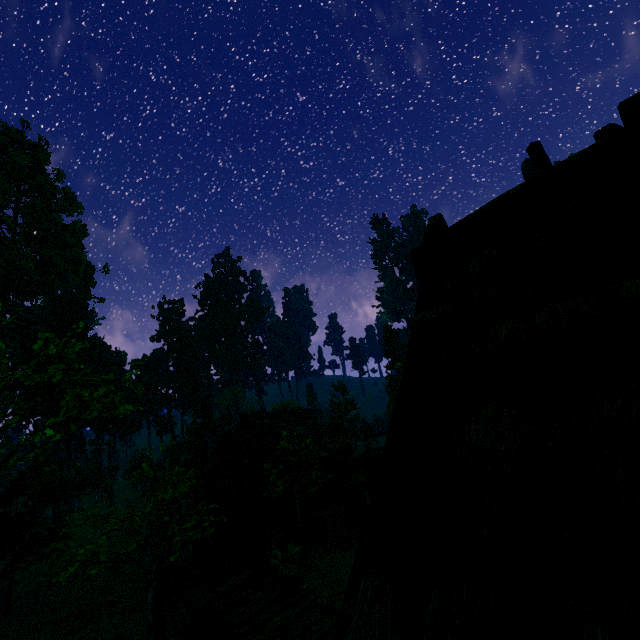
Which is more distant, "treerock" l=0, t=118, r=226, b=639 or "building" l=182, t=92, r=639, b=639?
"treerock" l=0, t=118, r=226, b=639

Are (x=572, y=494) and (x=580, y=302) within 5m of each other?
yes

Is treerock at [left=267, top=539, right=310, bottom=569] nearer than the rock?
Yes

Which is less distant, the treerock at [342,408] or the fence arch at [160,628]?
the fence arch at [160,628]

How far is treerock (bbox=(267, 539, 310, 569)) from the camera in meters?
13.8 m

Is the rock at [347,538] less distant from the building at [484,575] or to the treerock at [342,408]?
the treerock at [342,408]

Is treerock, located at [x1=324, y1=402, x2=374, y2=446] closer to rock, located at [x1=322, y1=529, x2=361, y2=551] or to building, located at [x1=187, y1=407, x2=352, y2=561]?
building, located at [x1=187, y1=407, x2=352, y2=561]

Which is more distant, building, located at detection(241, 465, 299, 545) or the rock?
building, located at detection(241, 465, 299, 545)
